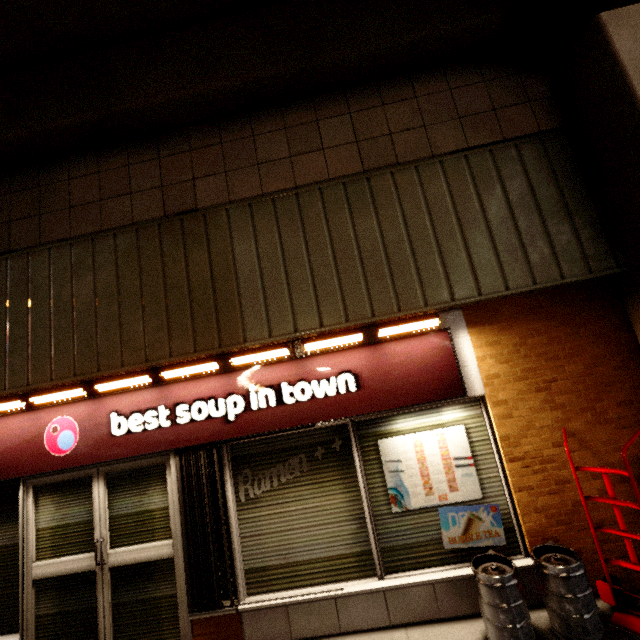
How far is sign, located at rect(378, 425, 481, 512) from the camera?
3.4 meters

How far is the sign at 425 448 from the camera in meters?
3.4 m

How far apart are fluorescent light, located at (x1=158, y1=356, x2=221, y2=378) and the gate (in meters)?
0.82

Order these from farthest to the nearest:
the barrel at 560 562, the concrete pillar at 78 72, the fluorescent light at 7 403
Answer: the fluorescent light at 7 403 → the concrete pillar at 78 72 → the barrel at 560 562

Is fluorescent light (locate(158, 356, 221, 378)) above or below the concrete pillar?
below

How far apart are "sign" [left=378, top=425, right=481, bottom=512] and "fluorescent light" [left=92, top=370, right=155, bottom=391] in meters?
2.7

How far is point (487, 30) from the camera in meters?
3.7 m
